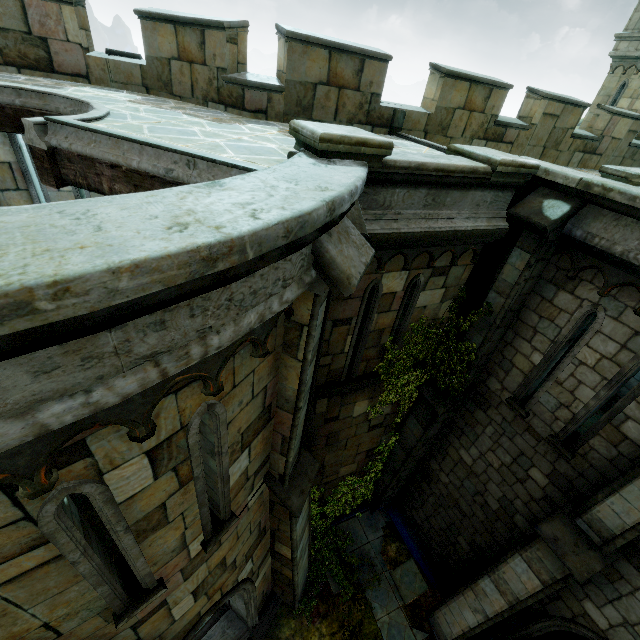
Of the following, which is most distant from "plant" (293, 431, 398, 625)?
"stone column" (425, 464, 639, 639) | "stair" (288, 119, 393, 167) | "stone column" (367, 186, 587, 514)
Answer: "stair" (288, 119, 393, 167)

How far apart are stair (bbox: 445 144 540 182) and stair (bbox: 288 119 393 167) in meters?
2.0 m

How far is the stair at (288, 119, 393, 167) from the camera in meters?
3.4 m

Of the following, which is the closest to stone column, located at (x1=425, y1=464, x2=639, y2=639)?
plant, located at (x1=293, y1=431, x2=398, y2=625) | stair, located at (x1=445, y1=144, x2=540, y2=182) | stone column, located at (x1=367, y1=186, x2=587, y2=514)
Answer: plant, located at (x1=293, y1=431, x2=398, y2=625)

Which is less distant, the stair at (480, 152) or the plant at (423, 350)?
the stair at (480, 152)

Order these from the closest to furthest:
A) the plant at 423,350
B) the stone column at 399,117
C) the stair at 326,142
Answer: the stair at 326,142 → the plant at 423,350 → the stone column at 399,117

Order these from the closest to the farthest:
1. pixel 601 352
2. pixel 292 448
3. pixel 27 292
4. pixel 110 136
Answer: pixel 27 292
pixel 110 136
pixel 292 448
pixel 601 352

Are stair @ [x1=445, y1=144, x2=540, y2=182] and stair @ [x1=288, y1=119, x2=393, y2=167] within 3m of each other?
yes
